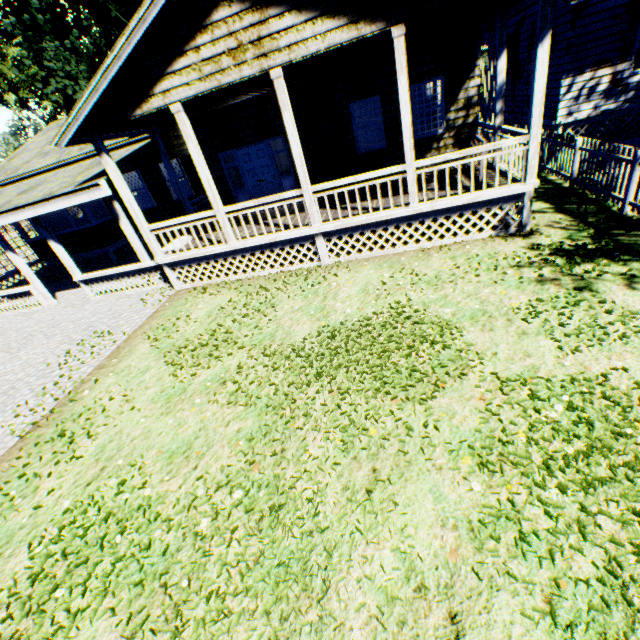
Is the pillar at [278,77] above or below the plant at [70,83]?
below

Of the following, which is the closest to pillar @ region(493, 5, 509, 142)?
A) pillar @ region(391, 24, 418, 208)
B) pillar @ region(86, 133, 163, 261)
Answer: pillar @ region(391, 24, 418, 208)

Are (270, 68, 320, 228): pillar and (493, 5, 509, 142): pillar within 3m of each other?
no

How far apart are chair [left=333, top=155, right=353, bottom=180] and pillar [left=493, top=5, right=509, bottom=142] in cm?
410

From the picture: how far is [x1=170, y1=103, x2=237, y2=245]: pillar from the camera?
7.5 meters

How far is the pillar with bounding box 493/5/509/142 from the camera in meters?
7.5 m

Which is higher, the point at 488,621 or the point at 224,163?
the point at 224,163

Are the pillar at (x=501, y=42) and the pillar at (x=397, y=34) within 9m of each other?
yes
